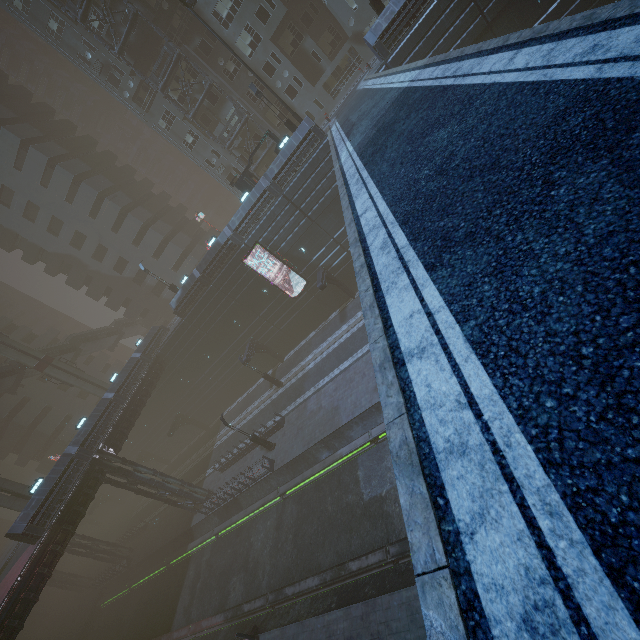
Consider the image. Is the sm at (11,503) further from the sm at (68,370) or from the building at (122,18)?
the sm at (68,370)

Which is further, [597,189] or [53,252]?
[53,252]

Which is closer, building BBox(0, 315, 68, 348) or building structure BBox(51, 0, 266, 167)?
building structure BBox(51, 0, 266, 167)

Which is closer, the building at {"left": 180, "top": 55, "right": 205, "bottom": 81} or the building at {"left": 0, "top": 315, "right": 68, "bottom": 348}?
the building at {"left": 180, "top": 55, "right": 205, "bottom": 81}

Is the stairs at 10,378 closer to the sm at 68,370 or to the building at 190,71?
the sm at 68,370

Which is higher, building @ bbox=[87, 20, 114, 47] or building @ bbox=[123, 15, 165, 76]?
building @ bbox=[87, 20, 114, 47]

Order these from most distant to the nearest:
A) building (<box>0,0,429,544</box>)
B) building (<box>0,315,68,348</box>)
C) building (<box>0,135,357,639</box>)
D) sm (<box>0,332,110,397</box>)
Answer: building (<box>0,315,68,348</box>), sm (<box>0,332,110,397</box>), building (<box>0,0,429,544</box>), building (<box>0,135,357,639</box>)

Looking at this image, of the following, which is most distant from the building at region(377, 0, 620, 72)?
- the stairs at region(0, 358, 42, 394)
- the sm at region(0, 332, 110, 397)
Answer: the stairs at region(0, 358, 42, 394)
